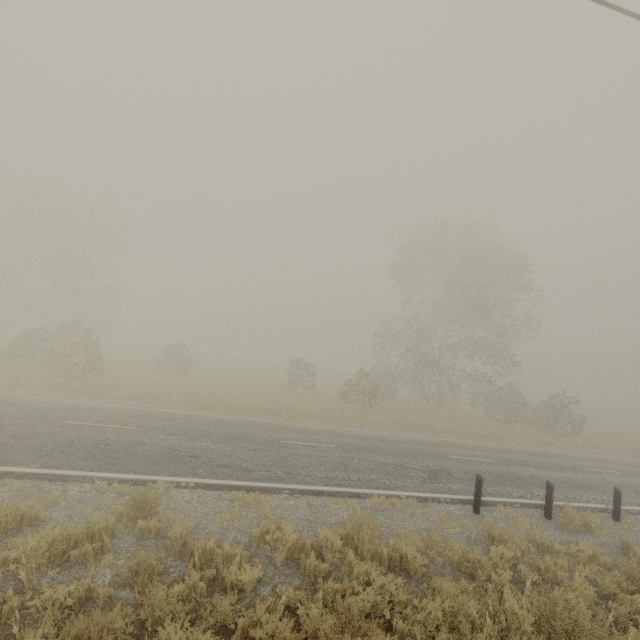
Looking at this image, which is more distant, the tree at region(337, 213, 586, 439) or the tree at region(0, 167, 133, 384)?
the tree at region(337, 213, 586, 439)

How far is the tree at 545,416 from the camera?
25.67m

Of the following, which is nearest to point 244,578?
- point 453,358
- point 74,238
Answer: point 453,358

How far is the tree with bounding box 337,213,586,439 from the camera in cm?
2567

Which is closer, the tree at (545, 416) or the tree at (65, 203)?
the tree at (65, 203)
